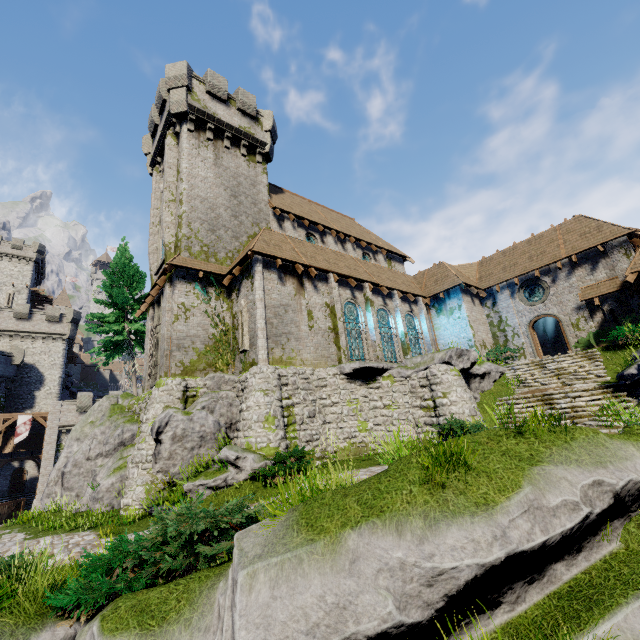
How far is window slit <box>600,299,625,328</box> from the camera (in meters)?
18.61

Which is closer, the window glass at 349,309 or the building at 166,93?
the building at 166,93

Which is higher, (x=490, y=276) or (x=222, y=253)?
(x=222, y=253)

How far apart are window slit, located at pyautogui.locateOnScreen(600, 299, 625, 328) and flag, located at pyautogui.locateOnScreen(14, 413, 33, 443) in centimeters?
5022cm

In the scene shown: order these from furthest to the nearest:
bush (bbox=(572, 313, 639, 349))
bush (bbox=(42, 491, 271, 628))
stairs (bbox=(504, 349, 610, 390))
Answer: bush (bbox=(572, 313, 639, 349)) < stairs (bbox=(504, 349, 610, 390)) < bush (bbox=(42, 491, 271, 628))

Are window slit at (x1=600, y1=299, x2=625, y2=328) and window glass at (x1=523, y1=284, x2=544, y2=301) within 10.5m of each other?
yes

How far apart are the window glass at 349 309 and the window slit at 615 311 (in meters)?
14.43

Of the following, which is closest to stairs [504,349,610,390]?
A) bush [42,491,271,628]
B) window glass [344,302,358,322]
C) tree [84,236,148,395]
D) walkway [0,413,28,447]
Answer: window glass [344,302,358,322]
